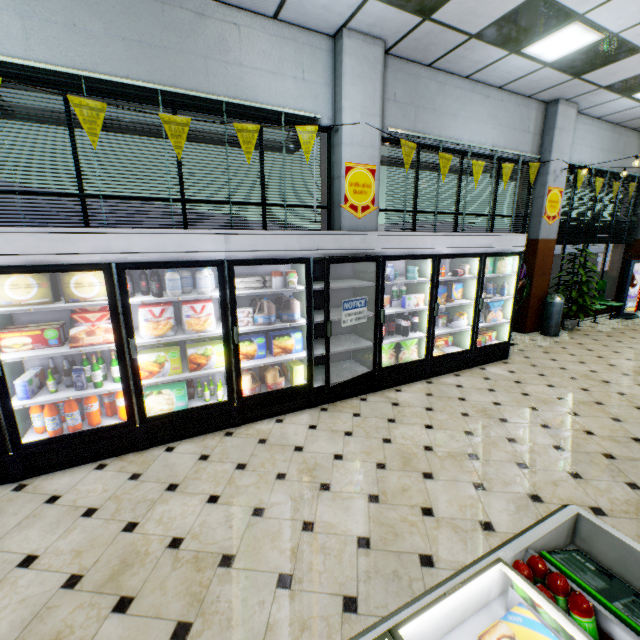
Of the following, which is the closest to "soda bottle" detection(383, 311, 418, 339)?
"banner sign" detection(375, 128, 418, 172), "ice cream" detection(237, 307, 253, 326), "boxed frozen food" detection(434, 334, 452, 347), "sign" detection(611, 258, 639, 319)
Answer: "boxed frozen food" detection(434, 334, 452, 347)

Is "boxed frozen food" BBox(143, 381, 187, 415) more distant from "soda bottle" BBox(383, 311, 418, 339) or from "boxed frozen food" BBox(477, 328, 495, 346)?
"boxed frozen food" BBox(477, 328, 495, 346)

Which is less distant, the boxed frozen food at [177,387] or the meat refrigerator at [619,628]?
the meat refrigerator at [619,628]

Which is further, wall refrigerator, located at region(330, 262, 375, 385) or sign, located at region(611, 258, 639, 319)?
sign, located at region(611, 258, 639, 319)

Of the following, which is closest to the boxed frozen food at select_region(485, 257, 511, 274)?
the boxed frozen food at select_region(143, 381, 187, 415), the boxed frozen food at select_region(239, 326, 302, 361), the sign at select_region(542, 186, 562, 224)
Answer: the sign at select_region(542, 186, 562, 224)

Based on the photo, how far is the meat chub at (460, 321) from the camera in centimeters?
542cm

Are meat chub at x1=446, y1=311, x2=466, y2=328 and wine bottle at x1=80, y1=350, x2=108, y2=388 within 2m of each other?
no

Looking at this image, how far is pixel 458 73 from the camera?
5.54m
